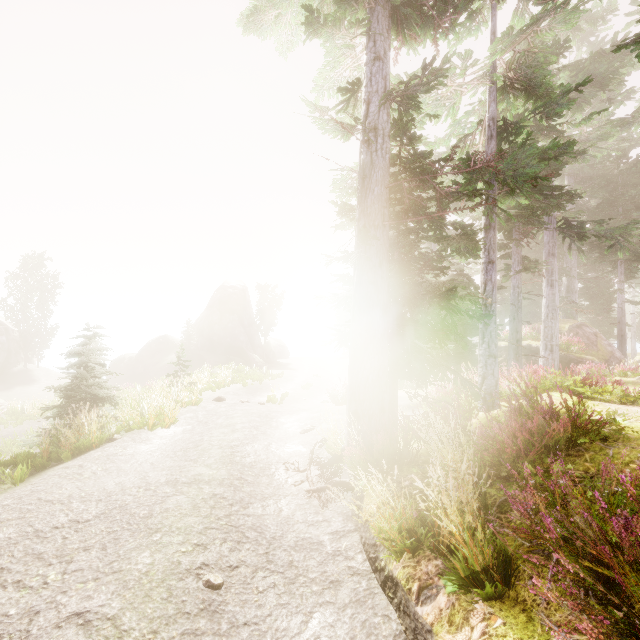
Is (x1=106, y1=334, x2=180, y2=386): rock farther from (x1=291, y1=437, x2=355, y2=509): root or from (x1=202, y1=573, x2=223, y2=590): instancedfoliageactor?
(x1=291, y1=437, x2=355, y2=509): root

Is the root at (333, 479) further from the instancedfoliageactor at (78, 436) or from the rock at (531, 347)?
the rock at (531, 347)

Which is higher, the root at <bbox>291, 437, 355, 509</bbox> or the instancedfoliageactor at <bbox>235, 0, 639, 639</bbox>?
the instancedfoliageactor at <bbox>235, 0, 639, 639</bbox>

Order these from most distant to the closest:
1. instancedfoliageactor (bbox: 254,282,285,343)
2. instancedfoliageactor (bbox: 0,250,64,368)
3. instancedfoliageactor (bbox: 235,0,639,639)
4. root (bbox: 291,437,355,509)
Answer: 1. instancedfoliageactor (bbox: 254,282,285,343)
2. instancedfoliageactor (bbox: 0,250,64,368)
3. root (bbox: 291,437,355,509)
4. instancedfoliageactor (bbox: 235,0,639,639)

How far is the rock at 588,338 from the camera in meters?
17.4

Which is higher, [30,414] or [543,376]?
[543,376]

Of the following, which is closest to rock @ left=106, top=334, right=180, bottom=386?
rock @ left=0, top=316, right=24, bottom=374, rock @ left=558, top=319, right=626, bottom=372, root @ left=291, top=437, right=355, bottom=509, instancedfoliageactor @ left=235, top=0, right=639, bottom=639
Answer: instancedfoliageactor @ left=235, top=0, right=639, bottom=639
